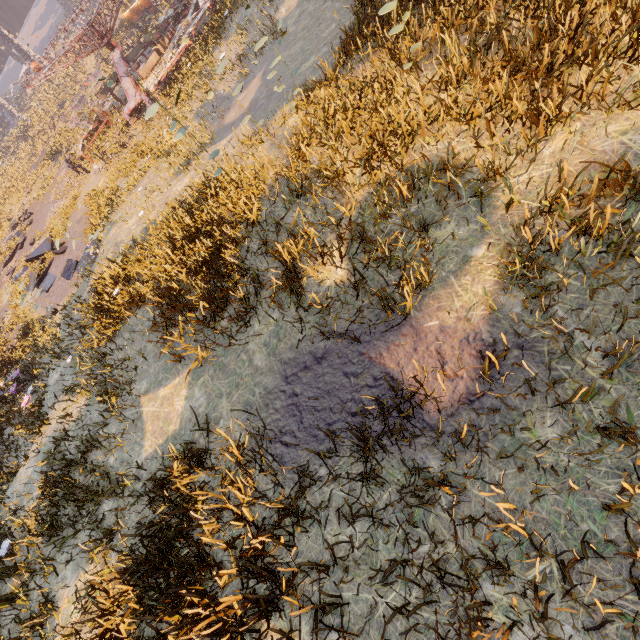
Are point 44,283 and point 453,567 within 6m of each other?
no

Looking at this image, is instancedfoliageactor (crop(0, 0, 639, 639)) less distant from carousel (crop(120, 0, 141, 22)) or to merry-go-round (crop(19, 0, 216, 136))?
merry-go-round (crop(19, 0, 216, 136))

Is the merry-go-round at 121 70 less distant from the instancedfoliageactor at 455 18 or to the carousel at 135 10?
the carousel at 135 10

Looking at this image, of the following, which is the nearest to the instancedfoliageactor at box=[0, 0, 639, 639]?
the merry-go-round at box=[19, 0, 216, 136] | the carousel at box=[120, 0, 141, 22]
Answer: the merry-go-round at box=[19, 0, 216, 136]

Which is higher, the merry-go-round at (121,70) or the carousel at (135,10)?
the merry-go-round at (121,70)

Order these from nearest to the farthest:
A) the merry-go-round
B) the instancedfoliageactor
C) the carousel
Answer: the instancedfoliageactor → the merry-go-round → the carousel
